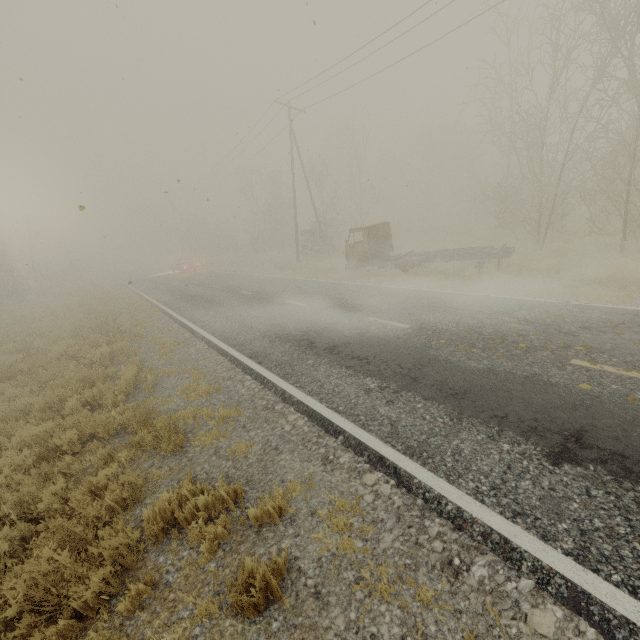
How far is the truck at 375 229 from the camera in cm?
1409

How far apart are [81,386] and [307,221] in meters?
36.6

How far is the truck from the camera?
14.09m
